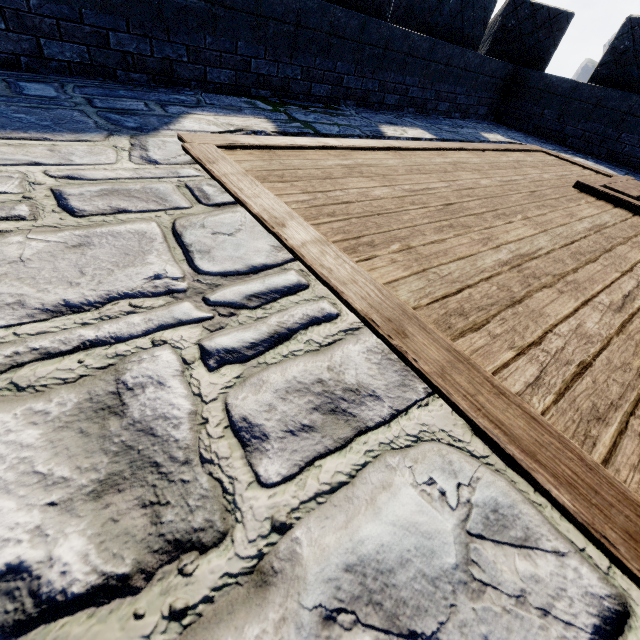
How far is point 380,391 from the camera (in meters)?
0.98
